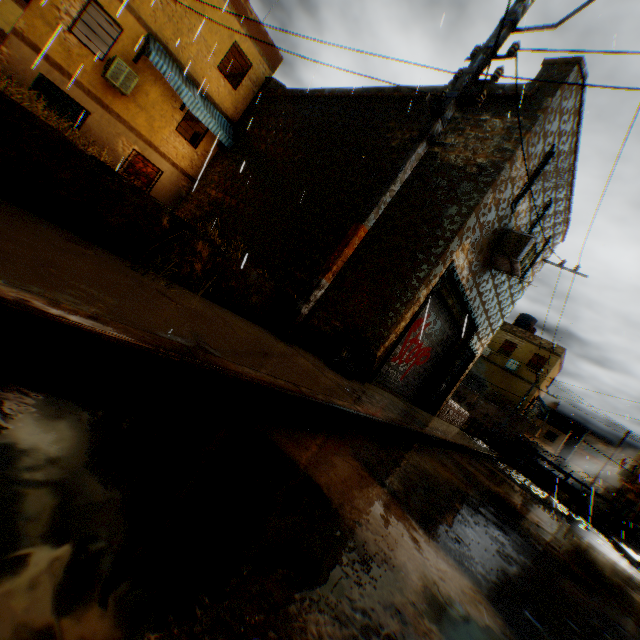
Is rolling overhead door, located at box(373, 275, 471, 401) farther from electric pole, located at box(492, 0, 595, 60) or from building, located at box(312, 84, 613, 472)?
electric pole, located at box(492, 0, 595, 60)

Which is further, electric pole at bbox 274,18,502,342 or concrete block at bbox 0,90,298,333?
electric pole at bbox 274,18,502,342

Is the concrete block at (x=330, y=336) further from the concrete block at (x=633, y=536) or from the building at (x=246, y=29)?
the concrete block at (x=633, y=536)

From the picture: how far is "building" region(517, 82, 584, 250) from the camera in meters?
7.0 m

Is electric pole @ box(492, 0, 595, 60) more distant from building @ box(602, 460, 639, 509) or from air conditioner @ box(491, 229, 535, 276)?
air conditioner @ box(491, 229, 535, 276)

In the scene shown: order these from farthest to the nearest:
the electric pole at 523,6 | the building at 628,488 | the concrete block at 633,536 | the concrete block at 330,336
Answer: the building at 628,488 < the concrete block at 633,536 < the concrete block at 330,336 < the electric pole at 523,6

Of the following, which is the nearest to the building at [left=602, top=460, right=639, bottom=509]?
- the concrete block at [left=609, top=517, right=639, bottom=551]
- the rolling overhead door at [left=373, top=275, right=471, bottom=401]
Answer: the rolling overhead door at [left=373, top=275, right=471, bottom=401]

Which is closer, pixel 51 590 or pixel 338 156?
pixel 51 590
